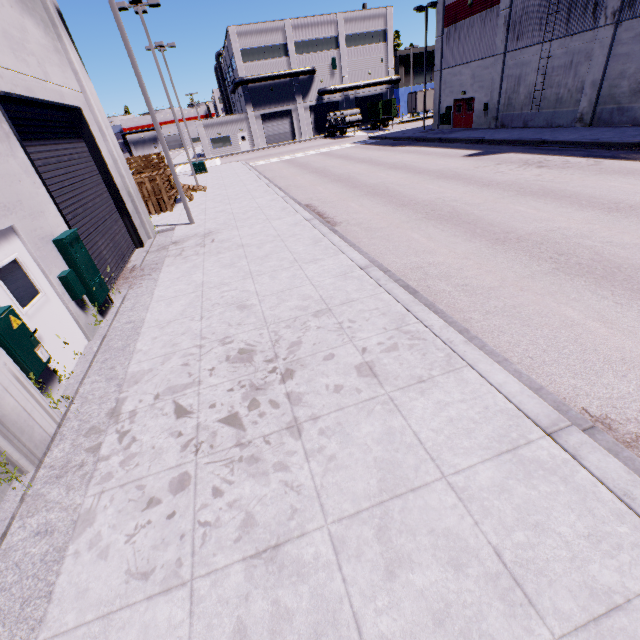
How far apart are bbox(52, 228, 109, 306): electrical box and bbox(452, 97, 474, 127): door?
33.15m

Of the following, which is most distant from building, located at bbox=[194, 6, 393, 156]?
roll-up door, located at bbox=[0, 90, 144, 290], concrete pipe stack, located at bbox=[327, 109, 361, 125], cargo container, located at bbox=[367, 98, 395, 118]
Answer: concrete pipe stack, located at bbox=[327, 109, 361, 125]

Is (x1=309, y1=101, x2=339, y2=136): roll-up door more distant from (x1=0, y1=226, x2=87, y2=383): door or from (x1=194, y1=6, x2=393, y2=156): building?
(x1=0, y1=226, x2=87, y2=383): door

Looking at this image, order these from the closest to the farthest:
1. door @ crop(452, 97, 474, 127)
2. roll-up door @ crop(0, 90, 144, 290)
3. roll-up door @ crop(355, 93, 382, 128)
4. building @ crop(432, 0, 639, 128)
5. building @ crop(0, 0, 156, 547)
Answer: building @ crop(0, 0, 156, 547)
roll-up door @ crop(0, 90, 144, 290)
building @ crop(432, 0, 639, 128)
door @ crop(452, 97, 474, 127)
roll-up door @ crop(355, 93, 382, 128)

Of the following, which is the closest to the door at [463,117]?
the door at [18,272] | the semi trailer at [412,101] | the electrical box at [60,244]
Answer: the semi trailer at [412,101]

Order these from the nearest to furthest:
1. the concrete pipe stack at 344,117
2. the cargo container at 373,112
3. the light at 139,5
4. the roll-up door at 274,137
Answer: the light at 139,5
the concrete pipe stack at 344,117
the cargo container at 373,112
the roll-up door at 274,137

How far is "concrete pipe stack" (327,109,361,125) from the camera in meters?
43.3

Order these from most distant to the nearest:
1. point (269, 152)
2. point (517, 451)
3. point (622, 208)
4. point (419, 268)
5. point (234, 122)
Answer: point (234, 122) < point (269, 152) < point (622, 208) < point (419, 268) < point (517, 451)
